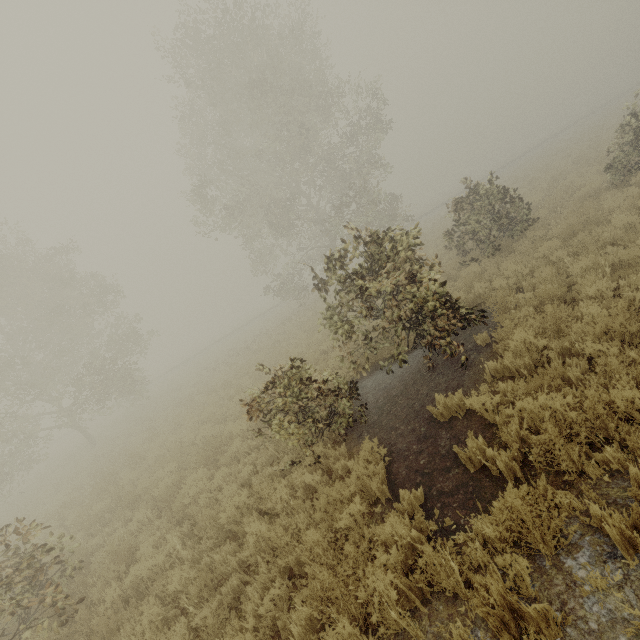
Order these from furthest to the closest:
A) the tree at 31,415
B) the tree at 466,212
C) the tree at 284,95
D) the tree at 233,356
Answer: the tree at 233,356
the tree at 31,415
the tree at 466,212
the tree at 284,95

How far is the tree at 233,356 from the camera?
20.0 meters

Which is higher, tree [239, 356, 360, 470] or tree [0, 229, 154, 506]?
tree [0, 229, 154, 506]

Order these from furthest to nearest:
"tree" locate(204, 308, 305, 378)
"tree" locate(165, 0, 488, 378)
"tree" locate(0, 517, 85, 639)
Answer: "tree" locate(204, 308, 305, 378) → "tree" locate(165, 0, 488, 378) → "tree" locate(0, 517, 85, 639)

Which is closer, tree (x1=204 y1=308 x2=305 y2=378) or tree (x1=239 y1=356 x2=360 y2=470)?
tree (x1=239 y1=356 x2=360 y2=470)

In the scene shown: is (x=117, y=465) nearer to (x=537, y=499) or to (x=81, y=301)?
(x=81, y=301)

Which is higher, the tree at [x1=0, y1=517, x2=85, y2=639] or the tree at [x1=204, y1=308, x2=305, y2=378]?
the tree at [x1=0, y1=517, x2=85, y2=639]
